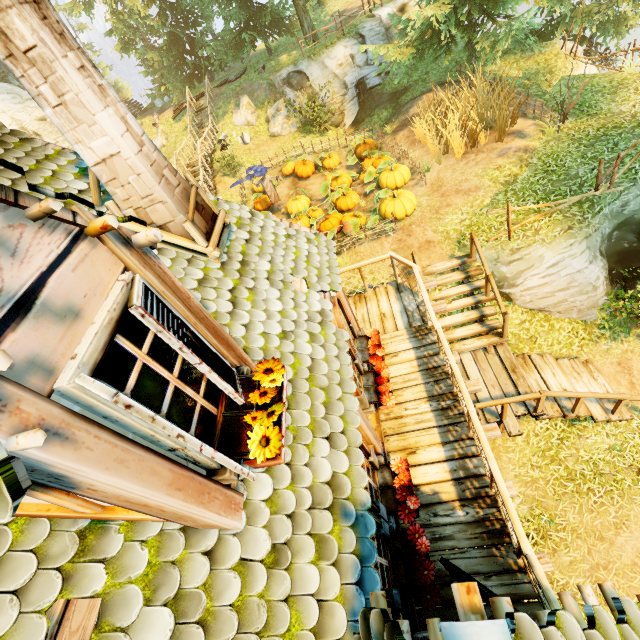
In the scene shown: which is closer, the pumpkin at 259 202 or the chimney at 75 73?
the chimney at 75 73

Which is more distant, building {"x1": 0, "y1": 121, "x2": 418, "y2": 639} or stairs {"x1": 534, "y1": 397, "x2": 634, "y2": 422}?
stairs {"x1": 534, "y1": 397, "x2": 634, "y2": 422}

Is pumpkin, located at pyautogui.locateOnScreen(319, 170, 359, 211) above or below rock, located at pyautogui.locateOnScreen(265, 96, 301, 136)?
below

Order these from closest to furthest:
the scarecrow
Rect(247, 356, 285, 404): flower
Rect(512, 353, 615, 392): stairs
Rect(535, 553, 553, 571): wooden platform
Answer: Rect(247, 356, 285, 404): flower → Rect(535, 553, 553, 571): wooden platform → Rect(512, 353, 615, 392): stairs → the scarecrow

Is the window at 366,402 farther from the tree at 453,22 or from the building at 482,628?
the tree at 453,22

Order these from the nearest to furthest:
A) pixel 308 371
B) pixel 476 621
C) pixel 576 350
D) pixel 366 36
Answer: pixel 476 621, pixel 308 371, pixel 576 350, pixel 366 36

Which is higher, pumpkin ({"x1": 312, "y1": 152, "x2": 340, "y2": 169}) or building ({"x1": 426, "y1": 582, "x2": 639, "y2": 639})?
building ({"x1": 426, "y1": 582, "x2": 639, "y2": 639})

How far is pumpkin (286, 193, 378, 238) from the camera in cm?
1144
